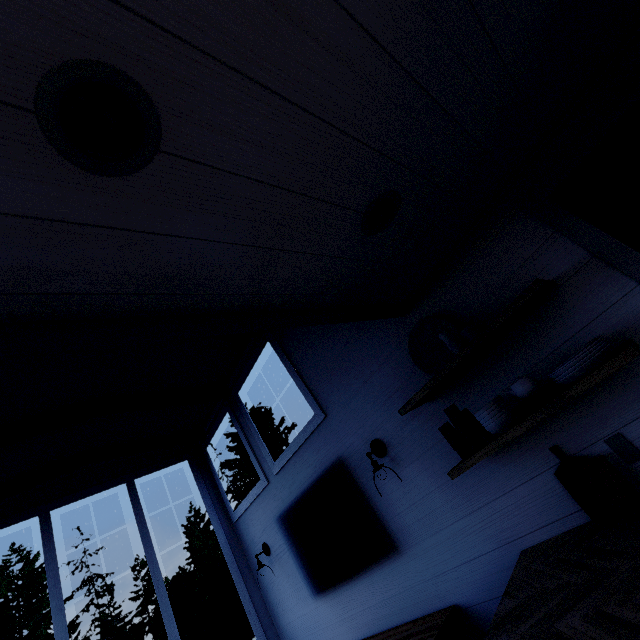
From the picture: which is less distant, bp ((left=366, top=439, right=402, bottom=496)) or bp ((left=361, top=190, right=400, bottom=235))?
bp ((left=361, top=190, right=400, bottom=235))

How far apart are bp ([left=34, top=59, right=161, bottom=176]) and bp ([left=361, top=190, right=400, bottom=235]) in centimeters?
85cm

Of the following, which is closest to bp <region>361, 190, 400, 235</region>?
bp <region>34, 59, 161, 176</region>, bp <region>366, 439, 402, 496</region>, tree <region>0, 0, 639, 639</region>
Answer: tree <region>0, 0, 639, 639</region>

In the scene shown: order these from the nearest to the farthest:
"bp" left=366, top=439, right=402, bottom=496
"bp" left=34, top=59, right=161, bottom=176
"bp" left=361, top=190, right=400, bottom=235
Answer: "bp" left=34, top=59, right=161, bottom=176
"bp" left=361, top=190, right=400, bottom=235
"bp" left=366, top=439, right=402, bottom=496

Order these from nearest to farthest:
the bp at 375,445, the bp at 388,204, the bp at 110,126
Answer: the bp at 110,126
the bp at 388,204
the bp at 375,445

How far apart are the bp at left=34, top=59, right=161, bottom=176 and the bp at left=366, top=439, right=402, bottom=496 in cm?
233

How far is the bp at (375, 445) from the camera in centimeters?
237cm

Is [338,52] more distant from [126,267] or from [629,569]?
[629,569]
